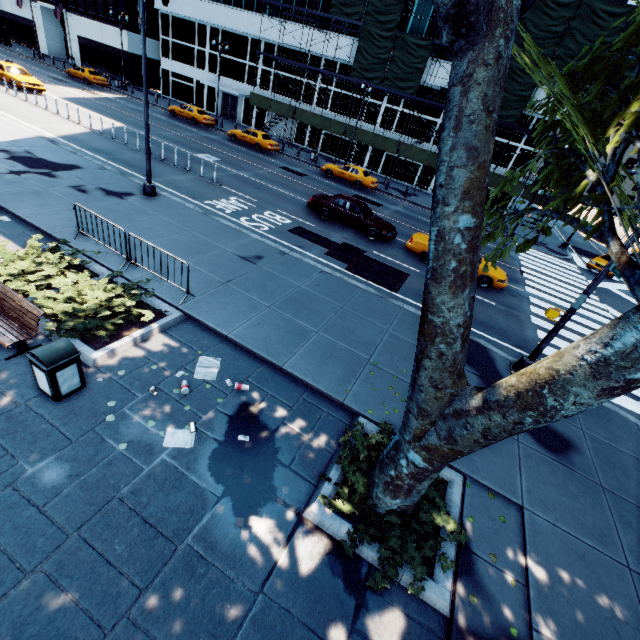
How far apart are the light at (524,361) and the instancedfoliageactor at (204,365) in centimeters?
879cm

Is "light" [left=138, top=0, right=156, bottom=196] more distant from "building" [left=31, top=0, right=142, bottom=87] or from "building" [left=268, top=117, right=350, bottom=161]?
"building" [left=31, top=0, right=142, bottom=87]

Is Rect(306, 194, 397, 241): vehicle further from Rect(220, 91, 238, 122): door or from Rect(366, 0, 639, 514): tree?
Rect(220, 91, 238, 122): door

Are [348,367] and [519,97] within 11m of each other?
no

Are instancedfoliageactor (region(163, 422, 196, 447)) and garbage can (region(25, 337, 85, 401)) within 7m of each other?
yes

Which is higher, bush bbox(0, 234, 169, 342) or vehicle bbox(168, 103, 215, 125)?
vehicle bbox(168, 103, 215, 125)

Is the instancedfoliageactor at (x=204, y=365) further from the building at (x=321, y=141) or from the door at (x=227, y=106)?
the door at (x=227, y=106)

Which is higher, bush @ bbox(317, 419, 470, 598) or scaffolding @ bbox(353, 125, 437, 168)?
scaffolding @ bbox(353, 125, 437, 168)
